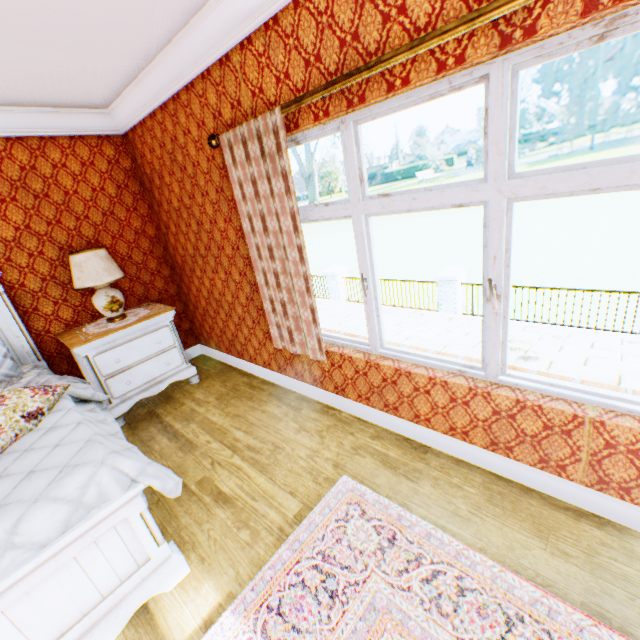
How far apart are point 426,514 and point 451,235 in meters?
31.1

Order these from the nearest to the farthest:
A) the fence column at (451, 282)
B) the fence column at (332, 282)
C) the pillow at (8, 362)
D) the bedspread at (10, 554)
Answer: the bedspread at (10, 554), the pillow at (8, 362), the fence column at (451, 282), the fence column at (332, 282)

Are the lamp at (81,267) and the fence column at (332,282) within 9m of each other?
no

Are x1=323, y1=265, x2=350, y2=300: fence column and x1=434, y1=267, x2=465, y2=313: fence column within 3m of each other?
no

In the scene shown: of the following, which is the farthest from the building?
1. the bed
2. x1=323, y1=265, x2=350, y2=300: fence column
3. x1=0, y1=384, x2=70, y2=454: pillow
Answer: x1=323, y1=265, x2=350, y2=300: fence column

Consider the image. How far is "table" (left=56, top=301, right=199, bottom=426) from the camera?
3.3m

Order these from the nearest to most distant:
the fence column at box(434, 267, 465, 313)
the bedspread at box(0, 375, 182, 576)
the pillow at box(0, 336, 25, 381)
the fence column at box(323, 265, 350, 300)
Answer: the bedspread at box(0, 375, 182, 576) < the pillow at box(0, 336, 25, 381) < the fence column at box(434, 267, 465, 313) < the fence column at box(323, 265, 350, 300)

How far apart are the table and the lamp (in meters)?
0.28
